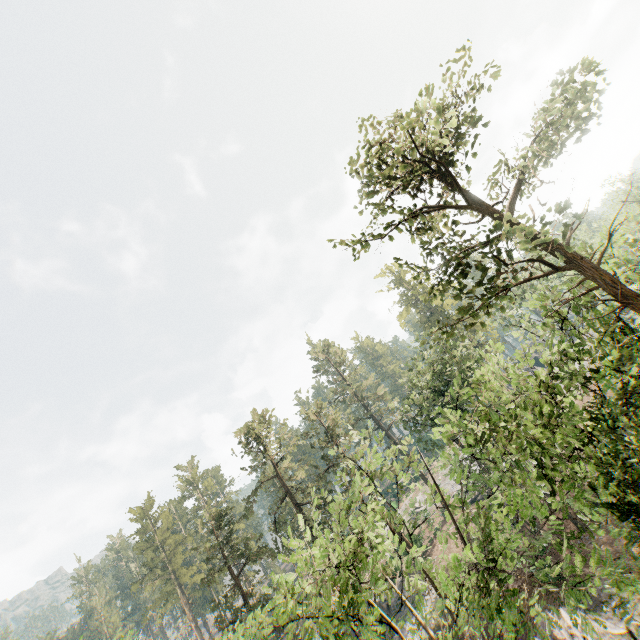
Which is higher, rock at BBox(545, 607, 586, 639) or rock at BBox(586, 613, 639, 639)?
rock at BBox(545, 607, 586, 639)

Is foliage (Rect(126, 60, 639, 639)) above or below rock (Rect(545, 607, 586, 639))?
above

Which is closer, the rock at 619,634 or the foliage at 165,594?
the foliage at 165,594

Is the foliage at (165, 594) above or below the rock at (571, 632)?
above

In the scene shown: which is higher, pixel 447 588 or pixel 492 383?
pixel 492 383

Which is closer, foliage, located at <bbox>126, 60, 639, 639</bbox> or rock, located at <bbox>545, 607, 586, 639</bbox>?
foliage, located at <bbox>126, 60, 639, 639</bbox>
